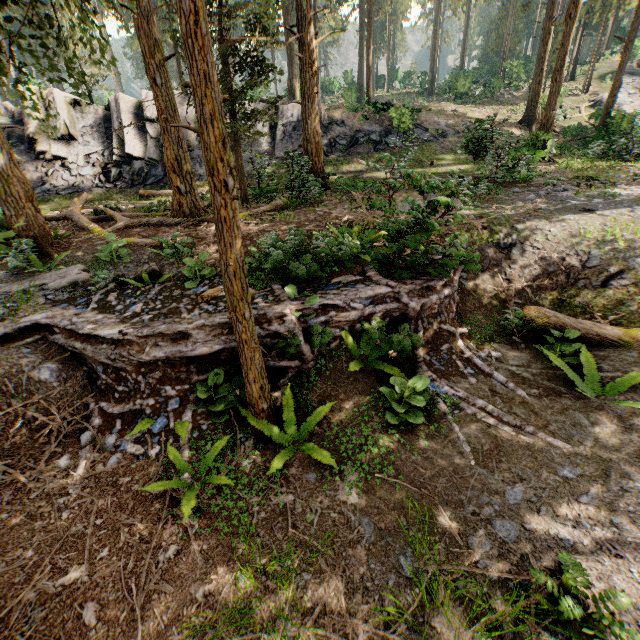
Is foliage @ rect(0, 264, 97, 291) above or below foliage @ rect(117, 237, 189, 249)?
below

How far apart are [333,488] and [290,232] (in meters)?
5.75

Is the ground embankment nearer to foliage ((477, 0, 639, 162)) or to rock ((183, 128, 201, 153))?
foliage ((477, 0, 639, 162))

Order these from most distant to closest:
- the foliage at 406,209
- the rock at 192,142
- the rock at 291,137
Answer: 1. the rock at 291,137
2. the rock at 192,142
3. the foliage at 406,209

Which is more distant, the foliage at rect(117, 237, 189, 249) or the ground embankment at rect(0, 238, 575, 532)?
the foliage at rect(117, 237, 189, 249)

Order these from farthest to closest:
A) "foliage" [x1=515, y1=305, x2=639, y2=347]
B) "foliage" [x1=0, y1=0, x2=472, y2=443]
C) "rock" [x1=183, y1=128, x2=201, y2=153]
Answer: "rock" [x1=183, y1=128, x2=201, y2=153] → "foliage" [x1=515, y1=305, x2=639, y2=347] → "foliage" [x1=0, y1=0, x2=472, y2=443]

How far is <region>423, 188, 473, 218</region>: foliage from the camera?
5.23m

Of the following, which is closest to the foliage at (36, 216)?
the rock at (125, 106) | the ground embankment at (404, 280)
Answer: the ground embankment at (404, 280)
